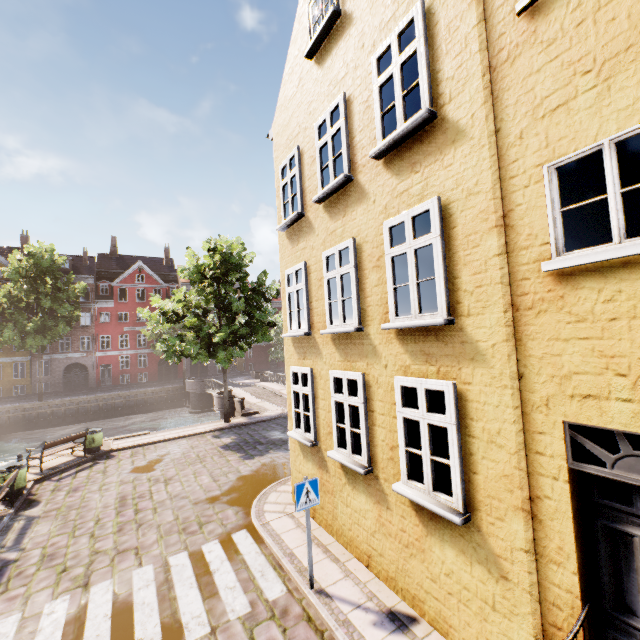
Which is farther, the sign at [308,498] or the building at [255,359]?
the building at [255,359]

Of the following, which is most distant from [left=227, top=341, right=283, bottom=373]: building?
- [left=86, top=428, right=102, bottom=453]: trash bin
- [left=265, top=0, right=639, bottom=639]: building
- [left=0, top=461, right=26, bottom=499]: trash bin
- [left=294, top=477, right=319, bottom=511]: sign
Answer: [left=294, top=477, right=319, bottom=511]: sign

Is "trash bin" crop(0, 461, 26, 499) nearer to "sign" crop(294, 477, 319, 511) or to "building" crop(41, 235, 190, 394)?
"sign" crop(294, 477, 319, 511)

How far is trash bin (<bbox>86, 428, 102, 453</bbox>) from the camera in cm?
1414

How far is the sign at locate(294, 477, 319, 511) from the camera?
5.77m

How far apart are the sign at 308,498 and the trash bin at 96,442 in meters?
12.9 m

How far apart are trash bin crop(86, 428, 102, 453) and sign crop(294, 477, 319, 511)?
12.9 meters

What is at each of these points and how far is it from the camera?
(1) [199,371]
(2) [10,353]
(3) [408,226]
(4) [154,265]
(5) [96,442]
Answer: (1) building, 45.62m
(2) building, 35.34m
(3) building, 5.05m
(4) building, 48.47m
(5) trash bin, 14.28m
